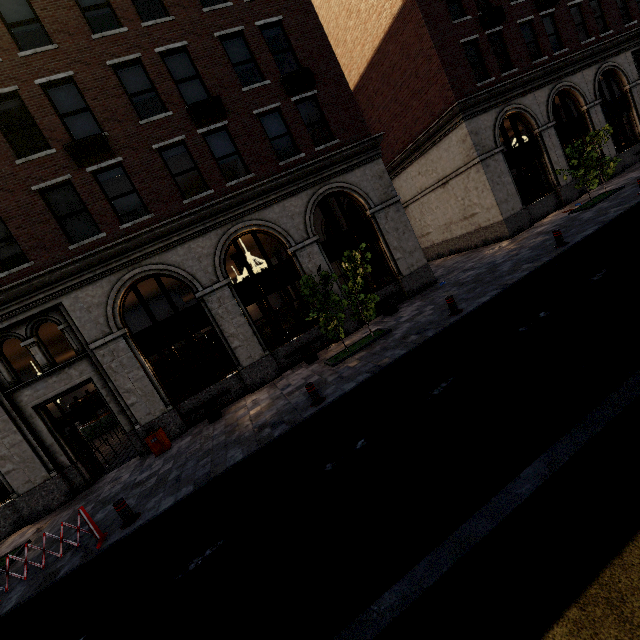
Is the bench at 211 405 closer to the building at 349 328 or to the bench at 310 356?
the building at 349 328

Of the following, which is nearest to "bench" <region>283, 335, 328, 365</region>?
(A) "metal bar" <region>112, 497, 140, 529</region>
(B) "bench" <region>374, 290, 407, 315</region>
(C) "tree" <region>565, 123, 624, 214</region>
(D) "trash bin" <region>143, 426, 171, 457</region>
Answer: (B) "bench" <region>374, 290, 407, 315</region>

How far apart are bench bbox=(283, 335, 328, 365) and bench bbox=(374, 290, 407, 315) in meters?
2.3

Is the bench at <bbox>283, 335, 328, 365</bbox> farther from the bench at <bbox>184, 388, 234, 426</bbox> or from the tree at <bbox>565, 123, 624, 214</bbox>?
the tree at <bbox>565, 123, 624, 214</bbox>

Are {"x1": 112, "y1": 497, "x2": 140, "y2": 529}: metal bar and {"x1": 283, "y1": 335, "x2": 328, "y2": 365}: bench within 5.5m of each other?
no

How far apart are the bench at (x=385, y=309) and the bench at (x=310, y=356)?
2.3 meters

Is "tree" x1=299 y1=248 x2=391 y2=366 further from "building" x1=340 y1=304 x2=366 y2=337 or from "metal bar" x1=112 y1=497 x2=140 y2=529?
"metal bar" x1=112 y1=497 x2=140 y2=529

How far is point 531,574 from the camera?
2.8 meters
